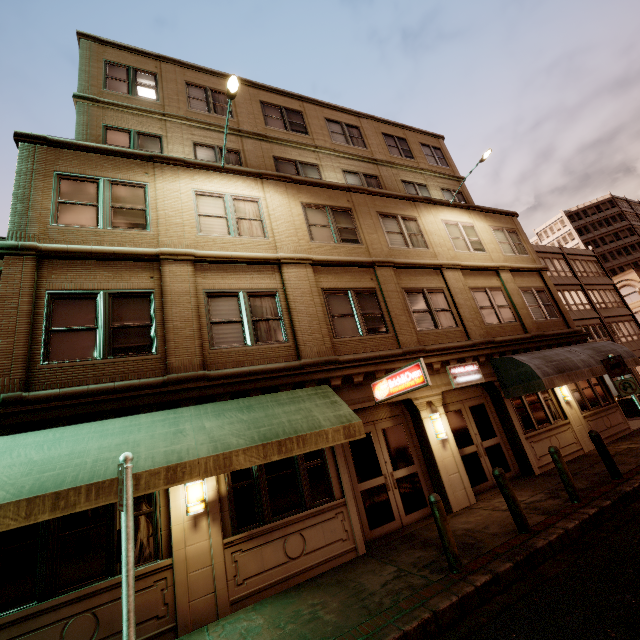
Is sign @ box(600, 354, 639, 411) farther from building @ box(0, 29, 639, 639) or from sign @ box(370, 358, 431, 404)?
sign @ box(370, 358, 431, 404)

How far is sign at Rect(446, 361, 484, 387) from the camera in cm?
1084

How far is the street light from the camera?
8.8 meters

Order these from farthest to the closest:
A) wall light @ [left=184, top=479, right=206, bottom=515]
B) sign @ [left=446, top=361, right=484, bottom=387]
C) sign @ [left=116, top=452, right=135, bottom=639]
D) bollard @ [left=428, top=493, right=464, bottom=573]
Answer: sign @ [left=446, top=361, right=484, bottom=387], wall light @ [left=184, top=479, right=206, bottom=515], bollard @ [left=428, top=493, right=464, bottom=573], sign @ [left=116, top=452, right=135, bottom=639]

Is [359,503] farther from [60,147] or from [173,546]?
[60,147]

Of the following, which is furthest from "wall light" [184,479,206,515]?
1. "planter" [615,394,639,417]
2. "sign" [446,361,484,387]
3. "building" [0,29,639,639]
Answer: "planter" [615,394,639,417]

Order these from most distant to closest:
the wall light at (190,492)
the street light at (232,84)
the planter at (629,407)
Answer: the planter at (629,407), the street light at (232,84), the wall light at (190,492)

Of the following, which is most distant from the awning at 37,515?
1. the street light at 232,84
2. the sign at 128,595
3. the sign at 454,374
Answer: the street light at 232,84
